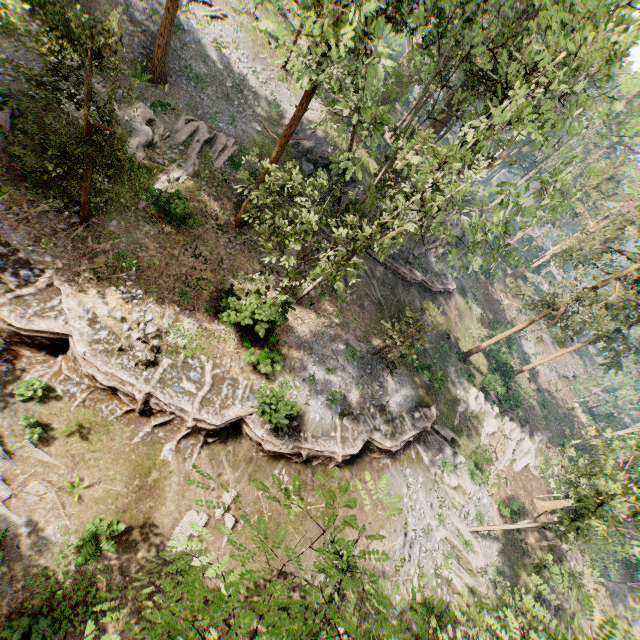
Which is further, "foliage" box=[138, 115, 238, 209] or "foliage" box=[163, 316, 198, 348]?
"foliage" box=[138, 115, 238, 209]

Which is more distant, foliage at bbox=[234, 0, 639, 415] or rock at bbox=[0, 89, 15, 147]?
rock at bbox=[0, 89, 15, 147]

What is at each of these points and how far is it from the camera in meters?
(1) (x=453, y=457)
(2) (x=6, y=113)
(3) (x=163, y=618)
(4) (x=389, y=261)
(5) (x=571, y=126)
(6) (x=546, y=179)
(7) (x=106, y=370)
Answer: (1) foliage, 27.3 m
(2) rock, 14.7 m
(3) foliage, 2.9 m
(4) ground embankment, 30.4 m
(5) foliage, 10.8 m
(6) foliage, 12.6 m
(7) ground embankment, 13.8 m

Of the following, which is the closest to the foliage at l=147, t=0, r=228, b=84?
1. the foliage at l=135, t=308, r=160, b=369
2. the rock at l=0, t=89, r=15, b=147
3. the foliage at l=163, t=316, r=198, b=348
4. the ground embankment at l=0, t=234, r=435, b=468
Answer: the ground embankment at l=0, t=234, r=435, b=468

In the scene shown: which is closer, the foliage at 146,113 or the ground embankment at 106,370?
the foliage at 146,113

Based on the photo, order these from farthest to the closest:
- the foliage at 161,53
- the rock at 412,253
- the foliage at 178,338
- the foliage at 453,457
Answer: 1. the rock at 412,253
2. the foliage at 453,457
3. the foliage at 161,53
4. the foliage at 178,338

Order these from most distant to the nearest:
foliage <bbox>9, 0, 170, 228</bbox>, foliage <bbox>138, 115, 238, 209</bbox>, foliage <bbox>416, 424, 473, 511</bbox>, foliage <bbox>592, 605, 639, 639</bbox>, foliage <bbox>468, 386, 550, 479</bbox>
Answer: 1. foliage <bbox>468, 386, 550, 479</bbox>
2. foliage <bbox>416, 424, 473, 511</bbox>
3. foliage <bbox>138, 115, 238, 209</bbox>
4. foliage <bbox>9, 0, 170, 228</bbox>
5. foliage <bbox>592, 605, 639, 639</bbox>

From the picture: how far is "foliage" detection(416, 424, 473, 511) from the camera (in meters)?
25.34
